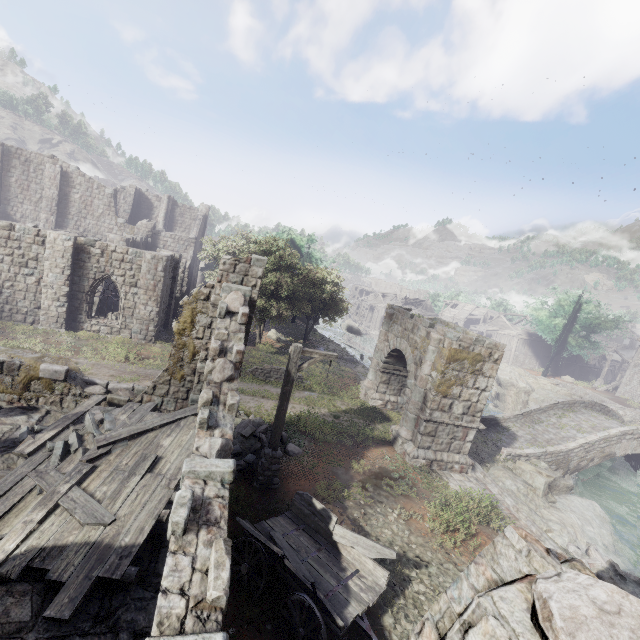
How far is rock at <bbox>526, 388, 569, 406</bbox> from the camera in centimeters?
3597cm

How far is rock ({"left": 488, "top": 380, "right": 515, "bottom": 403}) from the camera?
37.7 meters

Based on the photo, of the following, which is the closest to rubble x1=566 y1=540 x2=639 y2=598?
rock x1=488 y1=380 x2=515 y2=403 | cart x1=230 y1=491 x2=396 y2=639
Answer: cart x1=230 y1=491 x2=396 y2=639

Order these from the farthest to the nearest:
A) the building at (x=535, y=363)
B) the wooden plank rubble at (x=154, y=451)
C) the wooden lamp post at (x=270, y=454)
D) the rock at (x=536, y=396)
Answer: the building at (x=535, y=363) < the rock at (x=536, y=396) < the wooden lamp post at (x=270, y=454) < the wooden plank rubble at (x=154, y=451)

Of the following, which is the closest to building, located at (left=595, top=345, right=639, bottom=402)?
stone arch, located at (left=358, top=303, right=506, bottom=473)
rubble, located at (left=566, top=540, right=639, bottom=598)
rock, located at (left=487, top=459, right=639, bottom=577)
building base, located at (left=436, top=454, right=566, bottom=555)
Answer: stone arch, located at (left=358, top=303, right=506, bottom=473)

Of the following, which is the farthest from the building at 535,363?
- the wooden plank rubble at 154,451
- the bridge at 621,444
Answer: the bridge at 621,444

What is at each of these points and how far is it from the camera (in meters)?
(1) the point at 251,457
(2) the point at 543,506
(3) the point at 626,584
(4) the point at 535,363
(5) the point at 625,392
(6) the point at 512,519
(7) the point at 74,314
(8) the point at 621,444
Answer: (1) rubble, 11.39
(2) rock, 14.62
(3) rubble, 11.45
(4) building, 52.78
(5) building, 39.09
(6) building base, 12.03
(7) building, 19.83
(8) bridge, 19.05

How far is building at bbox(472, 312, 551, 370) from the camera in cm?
5212
